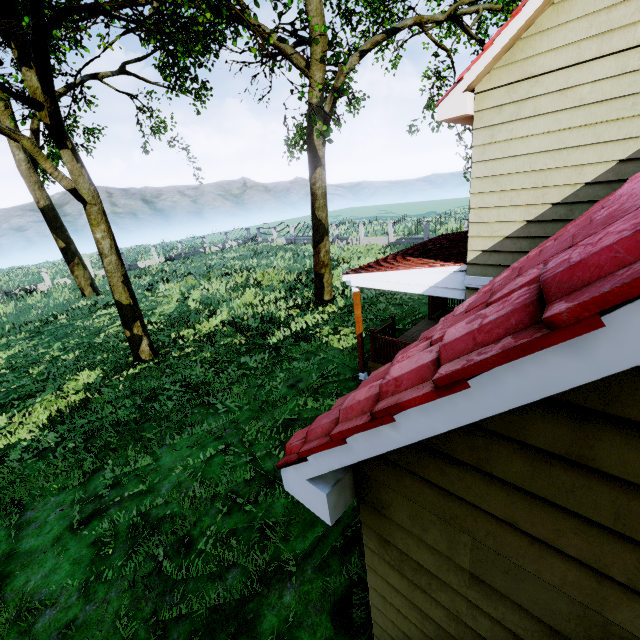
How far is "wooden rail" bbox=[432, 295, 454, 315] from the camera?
11.99m

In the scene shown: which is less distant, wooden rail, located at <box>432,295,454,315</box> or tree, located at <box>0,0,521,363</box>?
tree, located at <box>0,0,521,363</box>

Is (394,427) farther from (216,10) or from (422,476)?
(216,10)

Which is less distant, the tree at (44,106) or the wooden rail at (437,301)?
the tree at (44,106)

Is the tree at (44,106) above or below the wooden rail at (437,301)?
above

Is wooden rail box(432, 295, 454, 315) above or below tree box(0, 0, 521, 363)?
below
